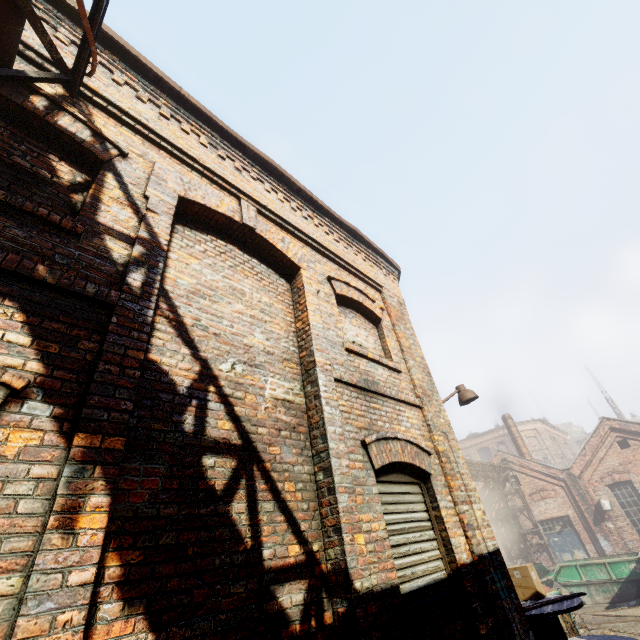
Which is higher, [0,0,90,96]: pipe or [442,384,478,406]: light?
[0,0,90,96]: pipe

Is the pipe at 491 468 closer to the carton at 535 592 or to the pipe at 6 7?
the carton at 535 592

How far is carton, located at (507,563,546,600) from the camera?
5.9m

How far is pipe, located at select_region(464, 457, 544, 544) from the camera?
19.27m

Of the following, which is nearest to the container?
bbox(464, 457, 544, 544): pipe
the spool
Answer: bbox(464, 457, 544, 544): pipe

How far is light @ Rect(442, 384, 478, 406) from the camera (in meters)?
6.46

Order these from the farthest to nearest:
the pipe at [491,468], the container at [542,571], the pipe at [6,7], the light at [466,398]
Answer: the pipe at [491,468], the container at [542,571], the light at [466,398], the pipe at [6,7]

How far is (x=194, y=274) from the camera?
3.6 meters
